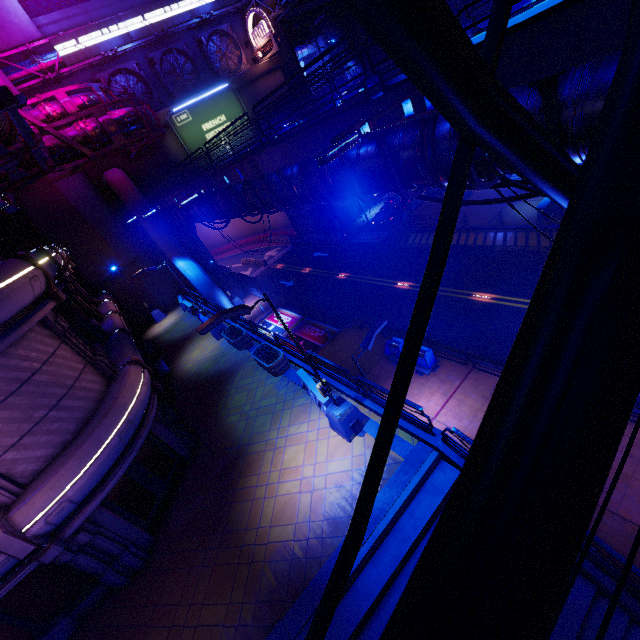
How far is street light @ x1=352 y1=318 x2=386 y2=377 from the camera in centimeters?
1159cm

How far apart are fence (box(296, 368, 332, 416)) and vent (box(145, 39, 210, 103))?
32.20m

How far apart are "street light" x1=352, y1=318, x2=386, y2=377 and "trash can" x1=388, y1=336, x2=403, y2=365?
4.2m

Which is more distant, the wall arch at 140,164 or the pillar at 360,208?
the pillar at 360,208

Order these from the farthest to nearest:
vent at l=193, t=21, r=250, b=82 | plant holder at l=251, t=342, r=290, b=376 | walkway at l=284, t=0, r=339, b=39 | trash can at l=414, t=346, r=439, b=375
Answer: walkway at l=284, t=0, r=339, b=39
vent at l=193, t=21, r=250, b=82
trash can at l=414, t=346, r=439, b=375
plant holder at l=251, t=342, r=290, b=376

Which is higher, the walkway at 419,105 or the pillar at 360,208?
the walkway at 419,105

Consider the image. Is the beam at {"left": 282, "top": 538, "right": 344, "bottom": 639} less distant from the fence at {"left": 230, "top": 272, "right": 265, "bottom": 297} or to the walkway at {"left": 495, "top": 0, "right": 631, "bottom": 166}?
the walkway at {"left": 495, "top": 0, "right": 631, "bottom": 166}

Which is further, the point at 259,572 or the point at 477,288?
the point at 477,288
